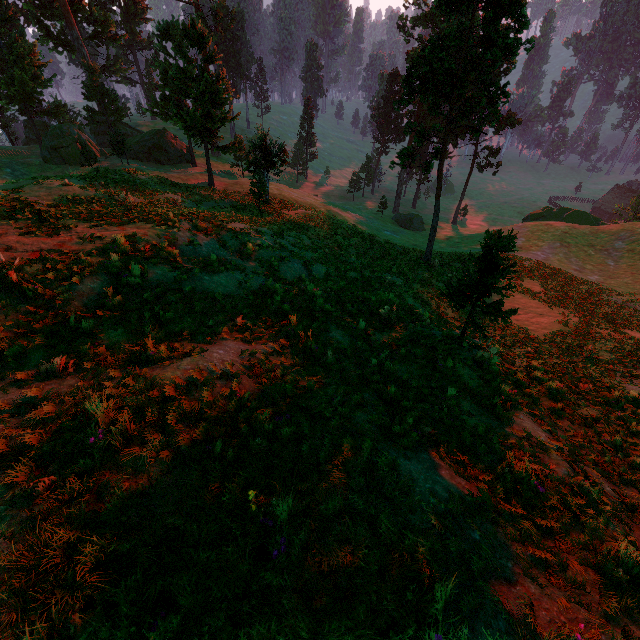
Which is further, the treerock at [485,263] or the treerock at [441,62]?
the treerock at [441,62]

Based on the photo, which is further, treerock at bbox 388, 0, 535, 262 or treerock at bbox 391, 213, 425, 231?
treerock at bbox 391, 213, 425, 231

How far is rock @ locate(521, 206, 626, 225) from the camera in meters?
43.0

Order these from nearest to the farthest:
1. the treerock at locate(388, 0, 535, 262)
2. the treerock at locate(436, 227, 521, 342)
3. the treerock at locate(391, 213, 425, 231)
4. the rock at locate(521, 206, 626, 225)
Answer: the treerock at locate(436, 227, 521, 342) → the treerock at locate(388, 0, 535, 262) → the rock at locate(521, 206, 626, 225) → the treerock at locate(391, 213, 425, 231)

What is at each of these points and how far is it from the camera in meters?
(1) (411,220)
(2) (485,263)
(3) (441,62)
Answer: (1) treerock, 53.5
(2) treerock, 8.8
(3) treerock, 22.3
